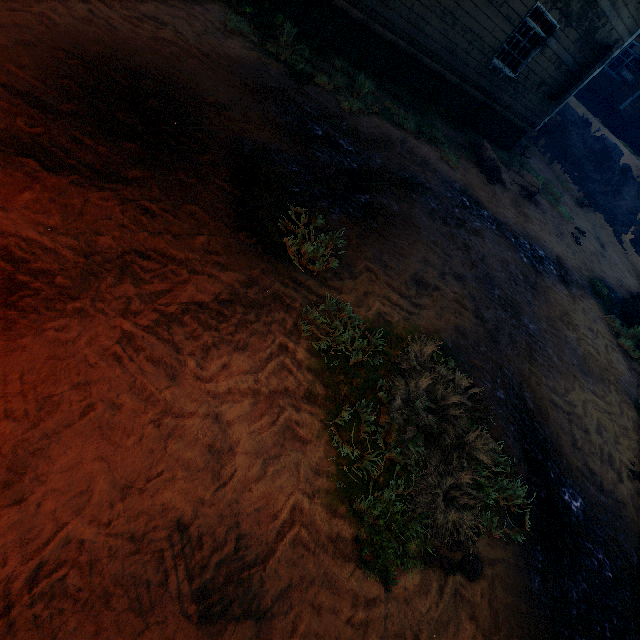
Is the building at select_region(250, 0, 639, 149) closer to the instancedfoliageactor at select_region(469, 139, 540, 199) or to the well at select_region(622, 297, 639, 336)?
the instancedfoliageactor at select_region(469, 139, 540, 199)

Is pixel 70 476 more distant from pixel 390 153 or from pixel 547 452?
pixel 390 153

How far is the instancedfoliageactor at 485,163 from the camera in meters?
10.0

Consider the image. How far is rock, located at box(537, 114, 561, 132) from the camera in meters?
17.1 m

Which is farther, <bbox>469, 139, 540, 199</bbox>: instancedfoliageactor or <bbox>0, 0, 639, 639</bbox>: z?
<bbox>469, 139, 540, 199</bbox>: instancedfoliageactor

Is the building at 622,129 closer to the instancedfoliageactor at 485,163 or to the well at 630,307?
the instancedfoliageactor at 485,163

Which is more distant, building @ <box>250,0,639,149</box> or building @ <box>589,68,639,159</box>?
building @ <box>589,68,639,159</box>

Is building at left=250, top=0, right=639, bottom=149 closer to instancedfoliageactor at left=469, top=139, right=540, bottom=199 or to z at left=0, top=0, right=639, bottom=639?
z at left=0, top=0, right=639, bottom=639
